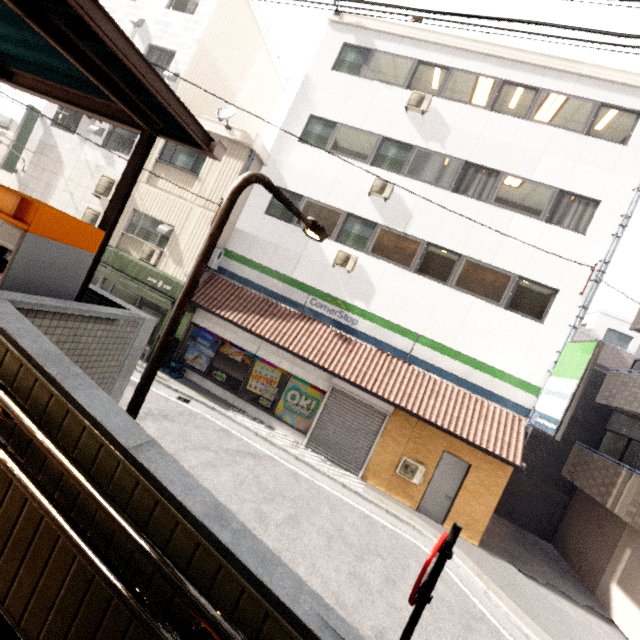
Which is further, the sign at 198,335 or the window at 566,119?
the sign at 198,335

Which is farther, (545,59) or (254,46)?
(254,46)

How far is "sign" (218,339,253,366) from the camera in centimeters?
1185cm

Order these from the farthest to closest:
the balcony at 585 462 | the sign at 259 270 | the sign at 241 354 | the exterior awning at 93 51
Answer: the sign at 241 354, the sign at 259 270, the balcony at 585 462, the exterior awning at 93 51

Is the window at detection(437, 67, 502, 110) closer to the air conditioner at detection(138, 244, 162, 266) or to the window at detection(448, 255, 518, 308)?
the window at detection(448, 255, 518, 308)

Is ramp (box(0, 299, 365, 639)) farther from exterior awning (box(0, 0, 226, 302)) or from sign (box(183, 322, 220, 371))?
sign (box(183, 322, 220, 371))

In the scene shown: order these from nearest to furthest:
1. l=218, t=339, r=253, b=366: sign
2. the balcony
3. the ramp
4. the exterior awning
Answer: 1. the ramp
2. the exterior awning
3. the balcony
4. l=218, t=339, r=253, b=366: sign

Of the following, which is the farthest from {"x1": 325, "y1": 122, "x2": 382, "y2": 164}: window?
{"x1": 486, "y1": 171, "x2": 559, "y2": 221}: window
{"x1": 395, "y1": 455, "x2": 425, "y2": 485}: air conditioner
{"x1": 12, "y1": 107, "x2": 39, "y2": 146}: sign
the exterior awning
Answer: {"x1": 12, "y1": 107, "x2": 39, "y2": 146}: sign
